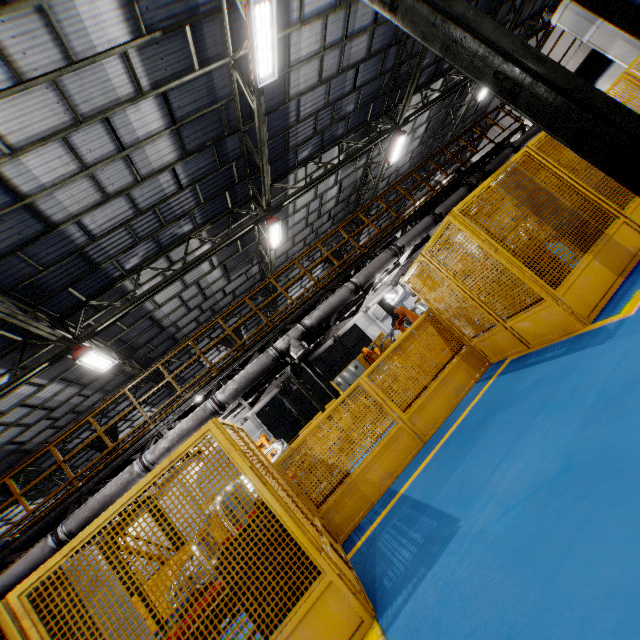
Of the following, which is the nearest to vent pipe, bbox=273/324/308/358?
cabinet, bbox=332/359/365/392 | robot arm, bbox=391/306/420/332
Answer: robot arm, bbox=391/306/420/332

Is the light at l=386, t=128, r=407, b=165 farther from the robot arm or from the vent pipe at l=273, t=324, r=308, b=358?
the robot arm

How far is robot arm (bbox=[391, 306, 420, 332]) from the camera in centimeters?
967cm

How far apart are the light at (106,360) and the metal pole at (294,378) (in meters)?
5.95

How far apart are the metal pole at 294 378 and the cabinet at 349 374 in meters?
5.0

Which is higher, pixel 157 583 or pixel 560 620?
pixel 157 583

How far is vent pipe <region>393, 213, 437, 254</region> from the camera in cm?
1023

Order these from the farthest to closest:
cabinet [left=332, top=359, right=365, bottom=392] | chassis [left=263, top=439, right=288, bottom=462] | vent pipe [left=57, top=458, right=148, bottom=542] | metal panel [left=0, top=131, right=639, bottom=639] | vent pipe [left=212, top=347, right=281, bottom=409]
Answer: cabinet [left=332, top=359, right=365, bottom=392] → chassis [left=263, top=439, right=288, bottom=462] → vent pipe [left=212, top=347, right=281, bottom=409] → vent pipe [left=57, top=458, right=148, bottom=542] → metal panel [left=0, top=131, right=639, bottom=639]
